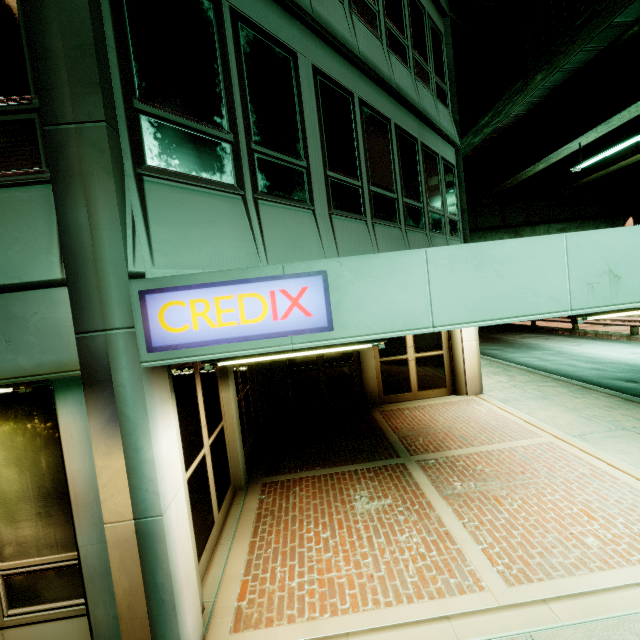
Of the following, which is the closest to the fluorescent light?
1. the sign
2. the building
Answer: the building

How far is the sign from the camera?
2.7 meters

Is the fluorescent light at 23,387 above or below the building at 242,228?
above

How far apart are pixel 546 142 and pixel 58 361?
21.0 meters

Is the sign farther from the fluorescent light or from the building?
the fluorescent light

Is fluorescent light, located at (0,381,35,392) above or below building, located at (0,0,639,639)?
above

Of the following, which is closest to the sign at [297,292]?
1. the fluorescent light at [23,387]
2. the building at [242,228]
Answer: the building at [242,228]
